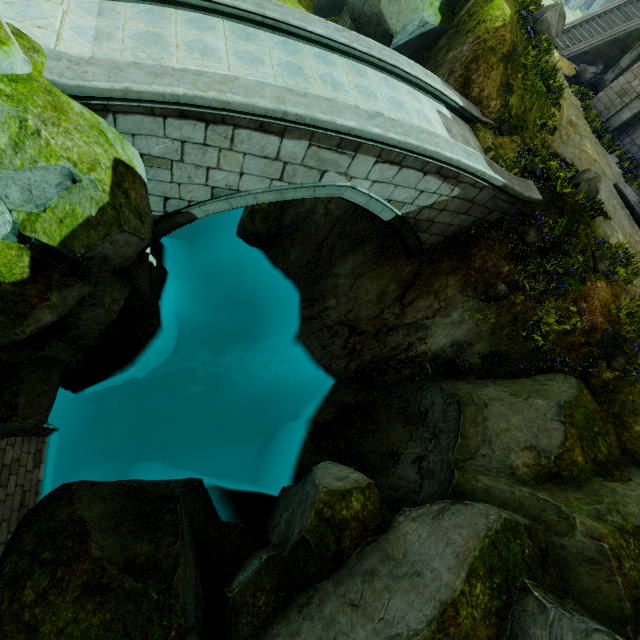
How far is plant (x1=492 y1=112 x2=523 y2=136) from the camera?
10.21m

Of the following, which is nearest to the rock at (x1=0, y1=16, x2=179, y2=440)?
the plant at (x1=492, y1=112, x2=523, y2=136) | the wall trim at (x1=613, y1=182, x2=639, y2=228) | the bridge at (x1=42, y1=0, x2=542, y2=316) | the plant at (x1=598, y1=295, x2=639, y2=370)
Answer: the bridge at (x1=42, y1=0, x2=542, y2=316)

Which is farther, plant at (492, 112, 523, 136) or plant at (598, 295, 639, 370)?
plant at (492, 112, 523, 136)

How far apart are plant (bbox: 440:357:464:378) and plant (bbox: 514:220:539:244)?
4.1 meters

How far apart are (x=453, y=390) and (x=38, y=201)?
10.49m

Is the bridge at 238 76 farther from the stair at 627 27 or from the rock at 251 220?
the stair at 627 27

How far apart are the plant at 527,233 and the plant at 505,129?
2.9m

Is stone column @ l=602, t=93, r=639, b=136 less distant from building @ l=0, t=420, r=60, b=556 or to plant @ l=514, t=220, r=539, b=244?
plant @ l=514, t=220, r=539, b=244
